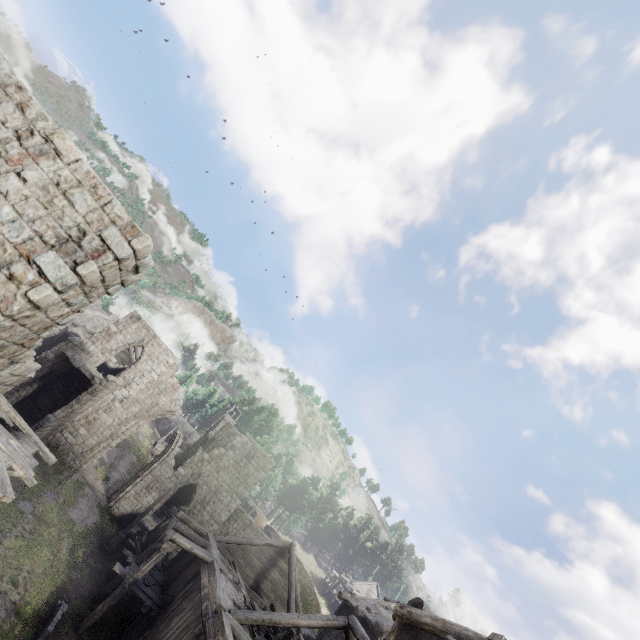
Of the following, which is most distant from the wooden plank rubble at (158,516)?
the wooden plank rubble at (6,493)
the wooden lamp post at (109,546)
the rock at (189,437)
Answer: the rock at (189,437)

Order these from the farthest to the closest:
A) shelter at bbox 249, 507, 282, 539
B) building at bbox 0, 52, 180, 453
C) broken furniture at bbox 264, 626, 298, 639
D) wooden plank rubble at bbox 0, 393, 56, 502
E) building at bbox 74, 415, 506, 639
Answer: shelter at bbox 249, 507, 282, 539 < broken furniture at bbox 264, 626, 298, 639 < building at bbox 74, 415, 506, 639 < wooden plank rubble at bbox 0, 393, 56, 502 < building at bbox 0, 52, 180, 453

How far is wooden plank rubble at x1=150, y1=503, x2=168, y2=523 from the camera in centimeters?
2677cm

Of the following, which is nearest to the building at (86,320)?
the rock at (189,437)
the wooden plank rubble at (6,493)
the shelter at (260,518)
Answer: the wooden plank rubble at (6,493)

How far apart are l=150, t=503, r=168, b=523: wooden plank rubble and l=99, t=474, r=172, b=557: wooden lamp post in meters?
5.4 m

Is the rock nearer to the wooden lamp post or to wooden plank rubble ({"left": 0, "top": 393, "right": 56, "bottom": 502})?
the wooden lamp post

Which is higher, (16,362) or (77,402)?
(16,362)

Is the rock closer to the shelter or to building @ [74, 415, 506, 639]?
building @ [74, 415, 506, 639]
